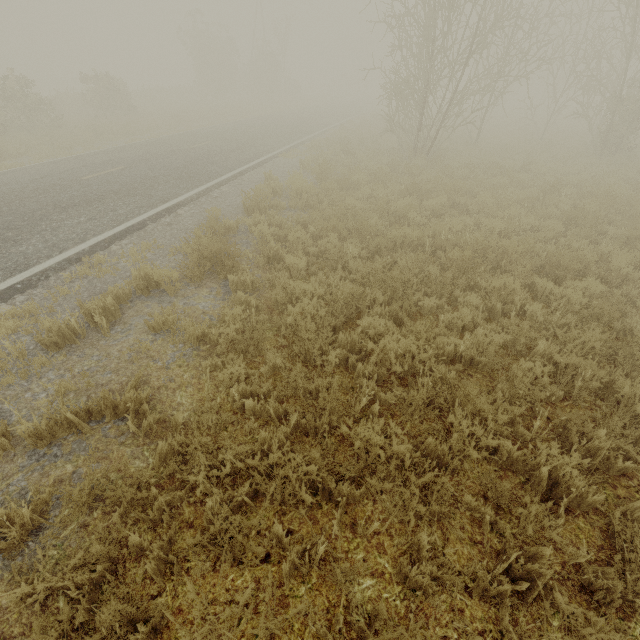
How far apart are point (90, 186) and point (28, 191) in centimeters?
147cm
